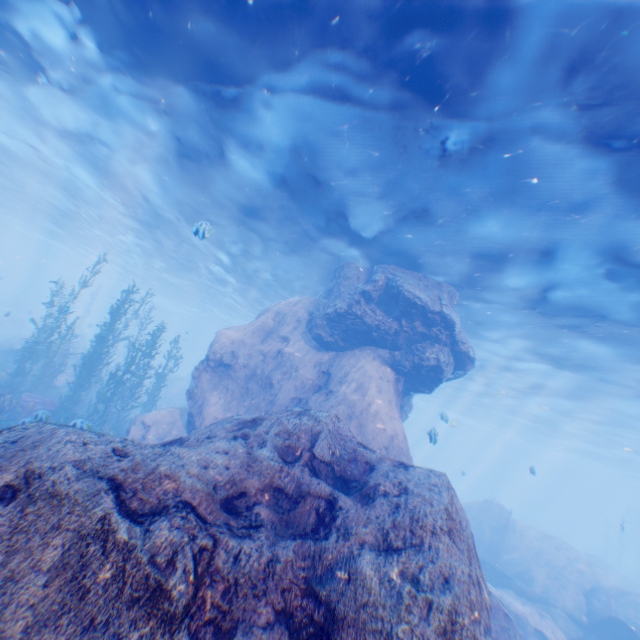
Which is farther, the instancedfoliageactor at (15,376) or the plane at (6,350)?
the plane at (6,350)

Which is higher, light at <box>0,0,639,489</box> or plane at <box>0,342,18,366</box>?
light at <box>0,0,639,489</box>

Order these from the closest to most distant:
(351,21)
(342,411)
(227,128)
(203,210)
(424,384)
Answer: (351,21) → (227,128) → (342,411) → (424,384) → (203,210)

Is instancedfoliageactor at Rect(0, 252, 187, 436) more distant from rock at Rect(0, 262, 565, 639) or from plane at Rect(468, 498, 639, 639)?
plane at Rect(468, 498, 639, 639)

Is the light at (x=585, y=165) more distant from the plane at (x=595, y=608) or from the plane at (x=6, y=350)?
the plane at (x=6, y=350)

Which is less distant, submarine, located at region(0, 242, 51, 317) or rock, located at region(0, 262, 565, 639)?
rock, located at region(0, 262, 565, 639)

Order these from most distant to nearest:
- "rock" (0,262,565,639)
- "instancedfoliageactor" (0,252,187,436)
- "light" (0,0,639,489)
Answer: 1. "instancedfoliageactor" (0,252,187,436)
2. "light" (0,0,639,489)
3. "rock" (0,262,565,639)

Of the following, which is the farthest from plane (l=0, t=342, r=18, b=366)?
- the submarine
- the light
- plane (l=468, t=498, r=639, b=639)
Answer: plane (l=468, t=498, r=639, b=639)
